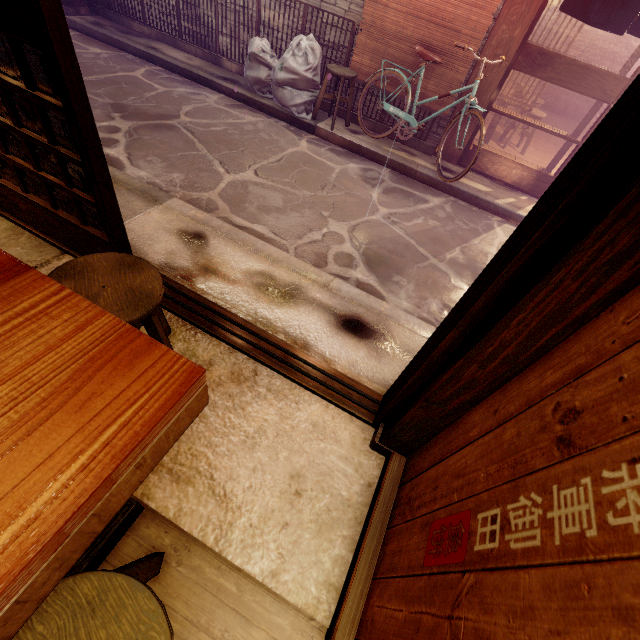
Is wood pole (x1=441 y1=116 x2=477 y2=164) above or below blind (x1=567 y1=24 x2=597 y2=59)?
below

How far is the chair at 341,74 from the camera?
8.9m

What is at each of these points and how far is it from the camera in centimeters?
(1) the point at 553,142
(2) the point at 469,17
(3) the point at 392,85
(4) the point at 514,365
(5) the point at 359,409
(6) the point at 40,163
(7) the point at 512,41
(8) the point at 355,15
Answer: (1) building, 1455cm
(2) blind, 790cm
(3) blind, 945cm
(4) wood pole, 210cm
(5) door frame, 387cm
(6) door, 366cm
(7) wood pole, 787cm
(8) house, 888cm

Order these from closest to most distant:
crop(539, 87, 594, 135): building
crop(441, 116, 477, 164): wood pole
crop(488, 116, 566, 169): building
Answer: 1. crop(441, 116, 477, 164): wood pole
2. crop(488, 116, 566, 169): building
3. crop(539, 87, 594, 135): building

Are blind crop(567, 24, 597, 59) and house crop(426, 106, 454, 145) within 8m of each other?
no

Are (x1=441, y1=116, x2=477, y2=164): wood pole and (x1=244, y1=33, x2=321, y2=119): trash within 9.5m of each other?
yes

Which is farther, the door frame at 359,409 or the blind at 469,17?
the blind at 469,17

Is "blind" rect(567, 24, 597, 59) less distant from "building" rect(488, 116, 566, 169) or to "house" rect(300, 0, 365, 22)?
"building" rect(488, 116, 566, 169)
